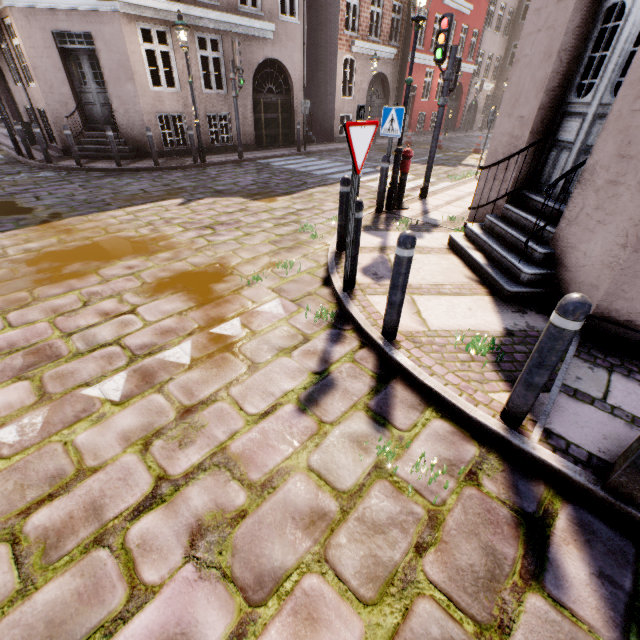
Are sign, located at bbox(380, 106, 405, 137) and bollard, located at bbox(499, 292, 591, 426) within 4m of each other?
no

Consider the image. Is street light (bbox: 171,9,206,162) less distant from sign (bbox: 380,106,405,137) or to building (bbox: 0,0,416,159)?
building (bbox: 0,0,416,159)

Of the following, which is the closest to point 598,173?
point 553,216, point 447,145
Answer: point 553,216

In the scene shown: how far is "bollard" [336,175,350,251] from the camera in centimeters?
464cm

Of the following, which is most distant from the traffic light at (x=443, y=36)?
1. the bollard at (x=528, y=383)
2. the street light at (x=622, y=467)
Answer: the bollard at (x=528, y=383)

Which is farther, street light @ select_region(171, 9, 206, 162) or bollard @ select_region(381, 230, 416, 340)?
street light @ select_region(171, 9, 206, 162)

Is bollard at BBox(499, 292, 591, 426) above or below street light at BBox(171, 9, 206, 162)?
below

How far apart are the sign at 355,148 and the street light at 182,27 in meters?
10.1 m
